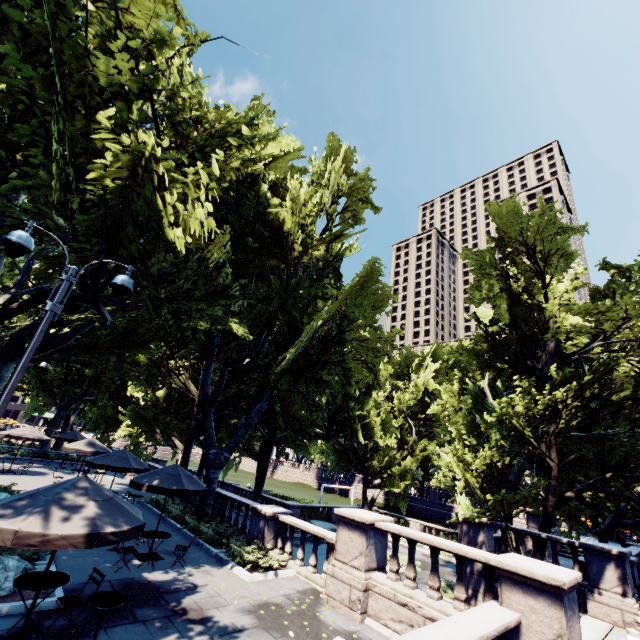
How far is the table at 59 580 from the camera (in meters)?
6.37

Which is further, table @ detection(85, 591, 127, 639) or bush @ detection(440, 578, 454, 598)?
bush @ detection(440, 578, 454, 598)

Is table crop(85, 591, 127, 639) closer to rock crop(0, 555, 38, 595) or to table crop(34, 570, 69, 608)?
table crop(34, 570, 69, 608)

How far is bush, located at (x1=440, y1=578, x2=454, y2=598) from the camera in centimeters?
1590cm

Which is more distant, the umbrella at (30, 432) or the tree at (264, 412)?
the umbrella at (30, 432)

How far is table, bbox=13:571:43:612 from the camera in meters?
6.2

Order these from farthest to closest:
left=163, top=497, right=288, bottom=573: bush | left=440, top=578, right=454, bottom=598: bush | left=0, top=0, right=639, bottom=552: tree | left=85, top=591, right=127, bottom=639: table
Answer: left=440, top=578, right=454, bottom=598: bush, left=163, top=497, right=288, bottom=573: bush, left=0, top=0, right=639, bottom=552: tree, left=85, top=591, right=127, bottom=639: table

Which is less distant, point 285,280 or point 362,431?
point 285,280
